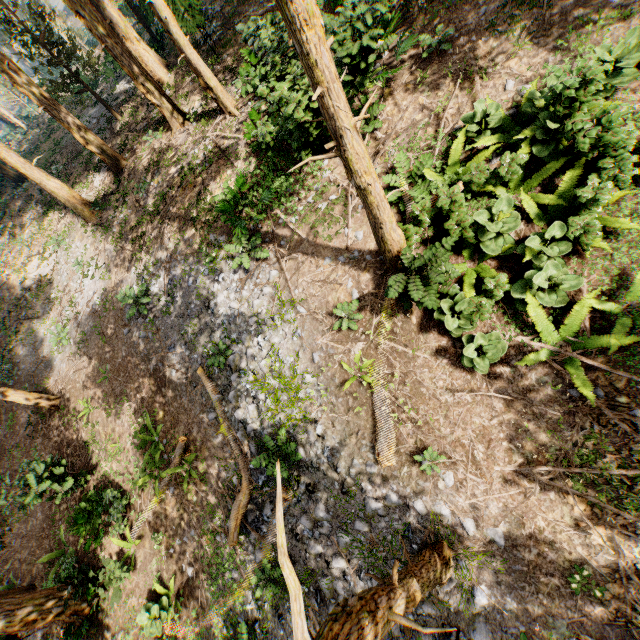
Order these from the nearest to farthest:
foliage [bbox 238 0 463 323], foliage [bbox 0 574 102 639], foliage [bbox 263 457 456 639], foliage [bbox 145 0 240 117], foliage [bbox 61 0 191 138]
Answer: foliage [bbox 263 457 456 639] → foliage [bbox 238 0 463 323] → foliage [bbox 0 574 102 639] → foliage [bbox 145 0 240 117] → foliage [bbox 61 0 191 138]

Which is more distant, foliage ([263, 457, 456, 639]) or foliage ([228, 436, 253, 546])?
foliage ([228, 436, 253, 546])

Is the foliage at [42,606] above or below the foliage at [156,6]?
below

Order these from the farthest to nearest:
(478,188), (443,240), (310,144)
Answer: (310,144), (478,188), (443,240)

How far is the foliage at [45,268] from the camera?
19.4 meters

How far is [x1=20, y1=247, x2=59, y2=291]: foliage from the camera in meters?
19.4
